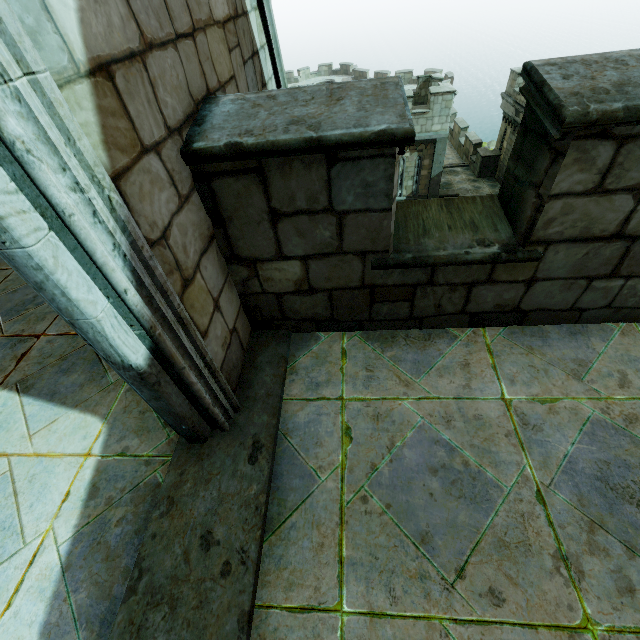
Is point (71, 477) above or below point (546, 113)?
below
